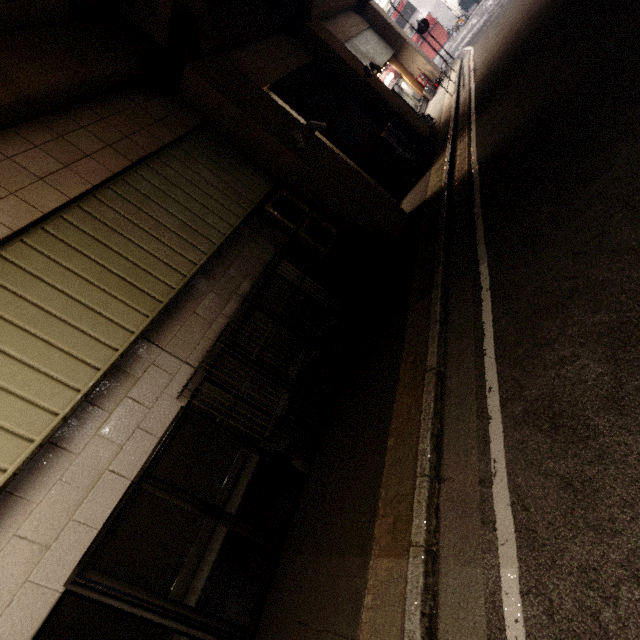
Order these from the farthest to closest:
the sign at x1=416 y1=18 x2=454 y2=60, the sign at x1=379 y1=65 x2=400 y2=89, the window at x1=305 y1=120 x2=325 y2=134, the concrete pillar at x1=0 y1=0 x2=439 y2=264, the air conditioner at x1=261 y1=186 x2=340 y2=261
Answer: the sign at x1=416 y1=18 x2=454 y2=60
the sign at x1=379 y1=65 x2=400 y2=89
the window at x1=305 y1=120 x2=325 y2=134
the air conditioner at x1=261 y1=186 x2=340 y2=261
the concrete pillar at x1=0 y1=0 x2=439 y2=264

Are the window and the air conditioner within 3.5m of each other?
yes

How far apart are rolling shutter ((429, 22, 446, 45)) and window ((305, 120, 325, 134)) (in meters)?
31.13

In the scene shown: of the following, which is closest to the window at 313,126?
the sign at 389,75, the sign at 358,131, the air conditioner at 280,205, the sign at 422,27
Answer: the air conditioner at 280,205

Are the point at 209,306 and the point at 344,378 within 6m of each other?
yes

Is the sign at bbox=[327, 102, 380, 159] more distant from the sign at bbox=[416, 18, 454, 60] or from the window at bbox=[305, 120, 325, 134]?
the sign at bbox=[416, 18, 454, 60]

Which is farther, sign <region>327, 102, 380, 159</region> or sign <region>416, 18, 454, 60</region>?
sign <region>416, 18, 454, 60</region>

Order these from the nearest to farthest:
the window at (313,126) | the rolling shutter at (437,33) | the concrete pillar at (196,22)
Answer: the concrete pillar at (196,22) < the window at (313,126) < the rolling shutter at (437,33)
